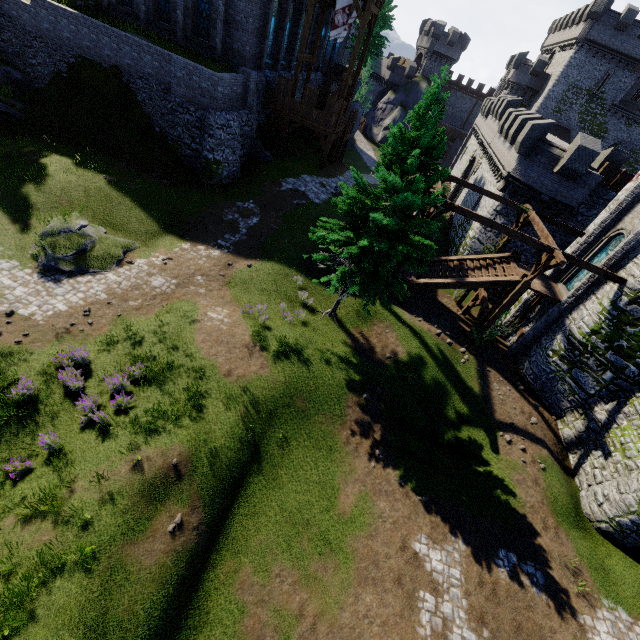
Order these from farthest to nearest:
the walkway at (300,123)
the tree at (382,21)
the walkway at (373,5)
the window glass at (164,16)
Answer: the tree at (382,21) → the walkway at (300,123) → the window glass at (164,16) → the walkway at (373,5)

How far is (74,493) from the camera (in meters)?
8.63

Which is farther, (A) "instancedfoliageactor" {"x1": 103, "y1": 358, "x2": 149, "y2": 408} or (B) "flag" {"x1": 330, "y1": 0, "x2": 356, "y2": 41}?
(B) "flag" {"x1": 330, "y1": 0, "x2": 356, "y2": 41}

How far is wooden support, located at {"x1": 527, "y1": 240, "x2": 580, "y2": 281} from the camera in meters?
14.6

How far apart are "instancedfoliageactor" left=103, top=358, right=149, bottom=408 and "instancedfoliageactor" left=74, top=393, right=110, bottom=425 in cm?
98

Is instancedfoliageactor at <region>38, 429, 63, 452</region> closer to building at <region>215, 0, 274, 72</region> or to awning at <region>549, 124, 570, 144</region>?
building at <region>215, 0, 274, 72</region>

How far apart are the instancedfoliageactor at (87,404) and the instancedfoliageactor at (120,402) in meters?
1.0 m
